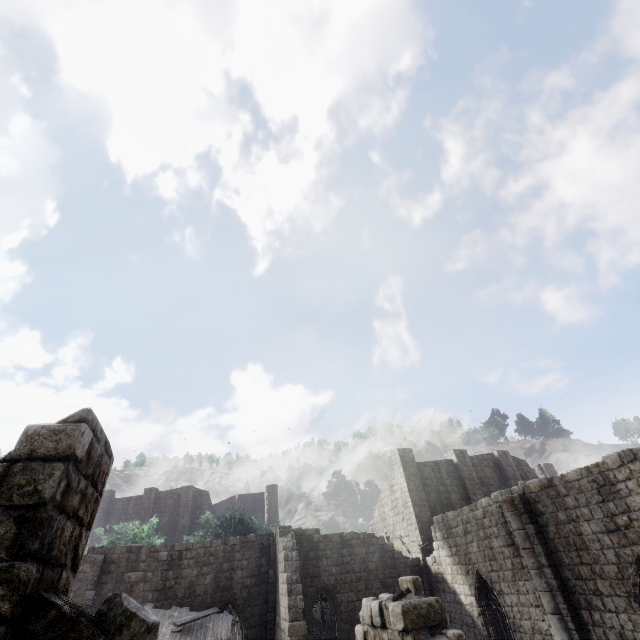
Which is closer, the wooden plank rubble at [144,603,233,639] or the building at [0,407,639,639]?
the building at [0,407,639,639]

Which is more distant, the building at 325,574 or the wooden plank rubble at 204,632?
the wooden plank rubble at 204,632

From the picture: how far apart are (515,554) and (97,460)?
17.8 meters
